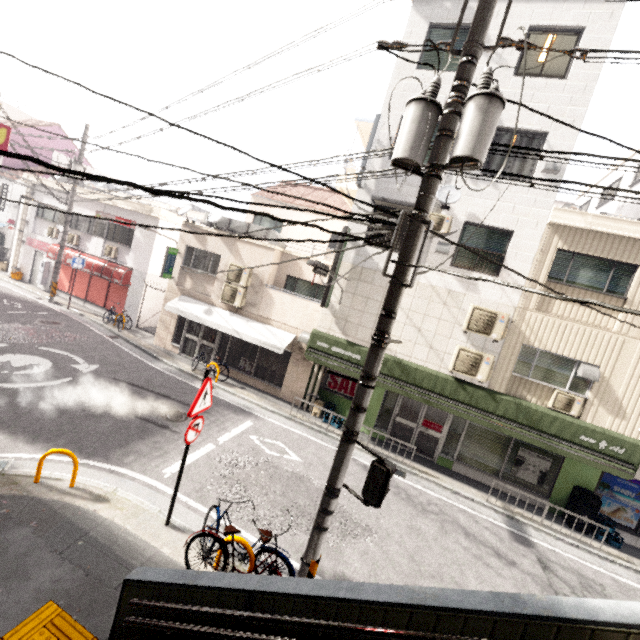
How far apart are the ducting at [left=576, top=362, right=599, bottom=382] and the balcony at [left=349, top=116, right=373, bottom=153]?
8.95m

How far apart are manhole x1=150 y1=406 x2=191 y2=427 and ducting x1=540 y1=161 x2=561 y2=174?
12.8 meters

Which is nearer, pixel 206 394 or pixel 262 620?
pixel 262 620

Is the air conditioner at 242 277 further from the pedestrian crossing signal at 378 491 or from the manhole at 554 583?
the manhole at 554 583

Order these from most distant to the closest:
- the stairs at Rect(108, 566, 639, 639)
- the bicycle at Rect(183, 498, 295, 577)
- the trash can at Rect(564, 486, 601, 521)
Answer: the trash can at Rect(564, 486, 601, 521), the bicycle at Rect(183, 498, 295, 577), the stairs at Rect(108, 566, 639, 639)

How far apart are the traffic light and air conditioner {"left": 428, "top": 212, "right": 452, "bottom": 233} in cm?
290

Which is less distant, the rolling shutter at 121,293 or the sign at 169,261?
the sign at 169,261

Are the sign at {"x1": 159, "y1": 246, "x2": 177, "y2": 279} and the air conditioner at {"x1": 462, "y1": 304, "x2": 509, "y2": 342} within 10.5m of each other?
no
